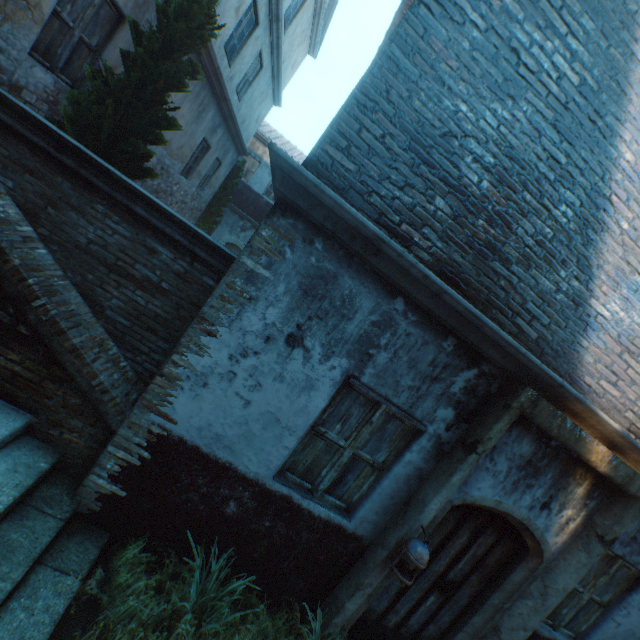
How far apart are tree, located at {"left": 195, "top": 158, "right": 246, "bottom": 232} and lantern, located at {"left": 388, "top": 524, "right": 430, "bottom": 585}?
14.6 meters

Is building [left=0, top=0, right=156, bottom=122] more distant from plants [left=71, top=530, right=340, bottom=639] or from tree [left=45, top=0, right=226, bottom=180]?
plants [left=71, top=530, right=340, bottom=639]

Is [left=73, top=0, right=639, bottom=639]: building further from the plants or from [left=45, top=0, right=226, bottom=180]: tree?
[left=45, top=0, right=226, bottom=180]: tree

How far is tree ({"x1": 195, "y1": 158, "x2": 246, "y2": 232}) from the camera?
14.52m

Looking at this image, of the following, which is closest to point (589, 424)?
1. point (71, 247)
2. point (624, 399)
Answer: point (624, 399)

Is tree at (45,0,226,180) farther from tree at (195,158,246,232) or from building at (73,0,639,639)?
building at (73,0,639,639)

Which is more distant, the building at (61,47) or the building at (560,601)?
the building at (61,47)

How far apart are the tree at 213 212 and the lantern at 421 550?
14.62m
